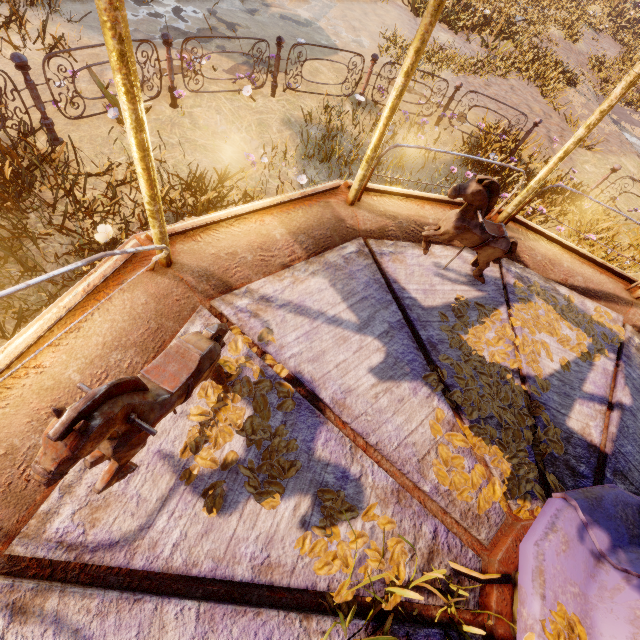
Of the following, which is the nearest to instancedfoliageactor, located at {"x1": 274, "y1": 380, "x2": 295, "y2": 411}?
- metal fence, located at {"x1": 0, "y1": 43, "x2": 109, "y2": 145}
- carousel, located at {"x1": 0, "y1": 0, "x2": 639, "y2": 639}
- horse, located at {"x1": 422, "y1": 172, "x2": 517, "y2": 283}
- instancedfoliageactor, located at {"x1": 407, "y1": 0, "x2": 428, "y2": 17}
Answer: carousel, located at {"x1": 0, "y1": 0, "x2": 639, "y2": 639}

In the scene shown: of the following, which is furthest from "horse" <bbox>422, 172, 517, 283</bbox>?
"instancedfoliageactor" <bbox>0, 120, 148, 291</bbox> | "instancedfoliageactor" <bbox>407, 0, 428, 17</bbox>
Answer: "instancedfoliageactor" <bbox>407, 0, 428, 17</bbox>

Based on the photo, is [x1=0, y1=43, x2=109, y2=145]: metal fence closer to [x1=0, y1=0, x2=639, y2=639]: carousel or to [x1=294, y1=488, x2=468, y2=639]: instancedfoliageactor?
[x1=0, y1=0, x2=639, y2=639]: carousel

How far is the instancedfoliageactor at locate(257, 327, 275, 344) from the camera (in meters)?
2.40

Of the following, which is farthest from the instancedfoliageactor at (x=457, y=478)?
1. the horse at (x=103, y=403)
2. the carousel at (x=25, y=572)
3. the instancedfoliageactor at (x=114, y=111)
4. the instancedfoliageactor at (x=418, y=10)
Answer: the instancedfoliageactor at (x=418, y=10)

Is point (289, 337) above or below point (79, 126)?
above

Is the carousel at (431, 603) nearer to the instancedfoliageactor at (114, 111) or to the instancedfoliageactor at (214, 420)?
the instancedfoliageactor at (214, 420)

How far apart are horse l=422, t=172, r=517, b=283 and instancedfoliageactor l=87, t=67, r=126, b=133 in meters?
4.8
